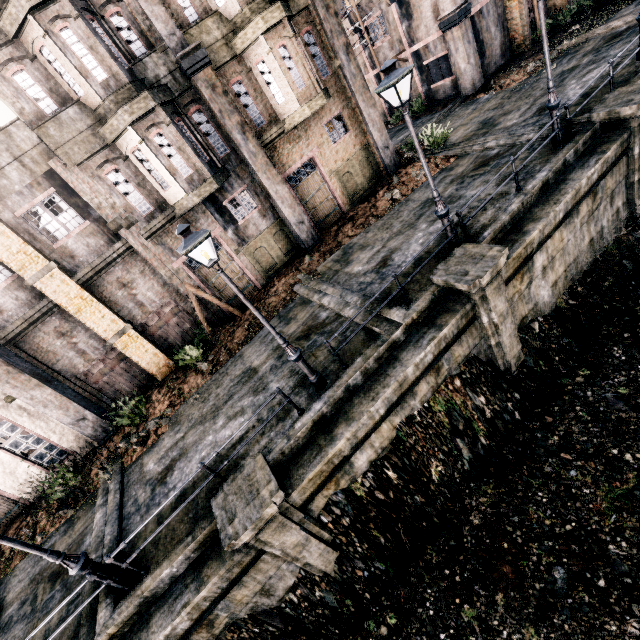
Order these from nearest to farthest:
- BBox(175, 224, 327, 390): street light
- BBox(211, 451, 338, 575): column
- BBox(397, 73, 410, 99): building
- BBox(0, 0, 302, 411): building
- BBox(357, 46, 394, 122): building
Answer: BBox(175, 224, 327, 390): street light → BBox(211, 451, 338, 575): column → BBox(0, 0, 302, 411): building → BBox(397, 73, 410, 99): building → BBox(357, 46, 394, 122): building

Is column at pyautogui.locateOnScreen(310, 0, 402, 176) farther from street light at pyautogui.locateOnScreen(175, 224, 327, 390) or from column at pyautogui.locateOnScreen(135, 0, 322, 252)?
street light at pyautogui.locateOnScreen(175, 224, 327, 390)

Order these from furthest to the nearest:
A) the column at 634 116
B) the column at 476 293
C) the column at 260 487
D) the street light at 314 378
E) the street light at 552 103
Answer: the column at 634 116
the street light at 552 103
the column at 476 293
the column at 260 487
the street light at 314 378

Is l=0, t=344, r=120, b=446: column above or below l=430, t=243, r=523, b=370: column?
above

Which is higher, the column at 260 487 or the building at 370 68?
the building at 370 68

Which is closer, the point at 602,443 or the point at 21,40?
the point at 602,443

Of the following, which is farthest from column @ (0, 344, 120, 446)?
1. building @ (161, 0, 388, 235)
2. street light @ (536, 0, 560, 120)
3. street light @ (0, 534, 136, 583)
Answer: street light @ (536, 0, 560, 120)

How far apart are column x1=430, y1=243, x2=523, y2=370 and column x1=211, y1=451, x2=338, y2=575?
7.0 meters
